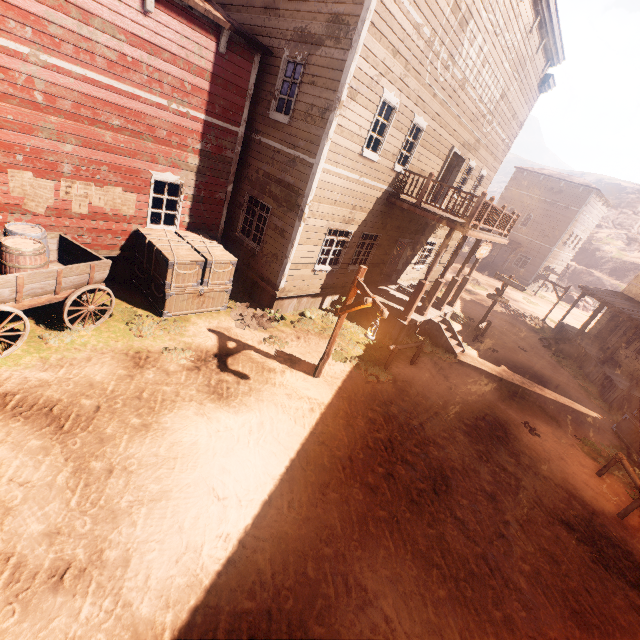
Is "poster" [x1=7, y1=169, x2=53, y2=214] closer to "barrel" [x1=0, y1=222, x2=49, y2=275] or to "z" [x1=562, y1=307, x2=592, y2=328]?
"barrel" [x1=0, y1=222, x2=49, y2=275]

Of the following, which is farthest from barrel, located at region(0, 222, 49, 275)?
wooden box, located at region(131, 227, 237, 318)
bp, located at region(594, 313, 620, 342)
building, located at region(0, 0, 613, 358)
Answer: bp, located at region(594, 313, 620, 342)

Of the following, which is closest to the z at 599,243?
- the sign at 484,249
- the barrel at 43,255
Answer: the barrel at 43,255

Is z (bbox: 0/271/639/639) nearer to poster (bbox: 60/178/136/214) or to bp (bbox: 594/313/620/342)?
bp (bbox: 594/313/620/342)

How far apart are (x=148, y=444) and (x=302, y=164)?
7.9 meters

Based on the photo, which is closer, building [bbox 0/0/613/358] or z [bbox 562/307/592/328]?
building [bbox 0/0/613/358]

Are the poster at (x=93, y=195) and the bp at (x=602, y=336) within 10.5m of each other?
no

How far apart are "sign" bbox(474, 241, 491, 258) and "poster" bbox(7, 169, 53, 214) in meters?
12.8
